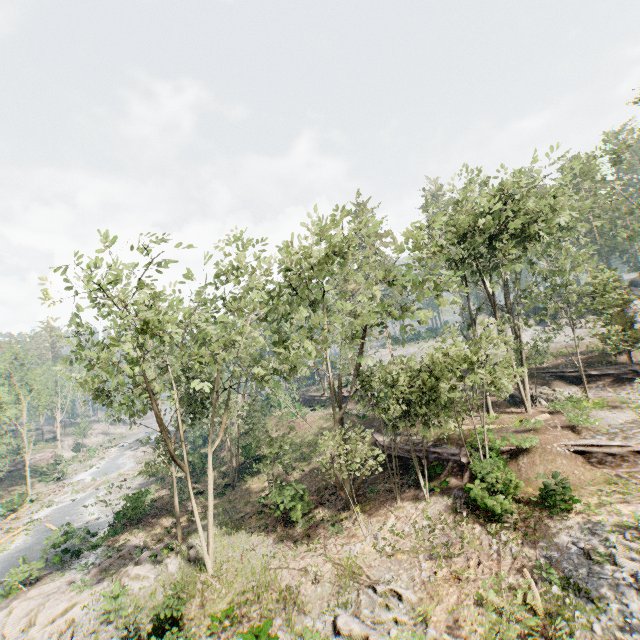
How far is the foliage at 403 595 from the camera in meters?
12.7

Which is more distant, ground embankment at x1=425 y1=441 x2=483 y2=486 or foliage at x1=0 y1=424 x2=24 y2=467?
foliage at x1=0 y1=424 x2=24 y2=467

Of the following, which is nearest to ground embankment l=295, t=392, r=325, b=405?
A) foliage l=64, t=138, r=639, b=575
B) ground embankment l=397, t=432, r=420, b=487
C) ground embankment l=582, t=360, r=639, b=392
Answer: foliage l=64, t=138, r=639, b=575

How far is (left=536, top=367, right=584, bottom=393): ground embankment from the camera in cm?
2861

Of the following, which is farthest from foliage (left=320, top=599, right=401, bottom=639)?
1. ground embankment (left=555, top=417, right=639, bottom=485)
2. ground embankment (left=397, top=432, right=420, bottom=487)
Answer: ground embankment (left=397, top=432, right=420, bottom=487)

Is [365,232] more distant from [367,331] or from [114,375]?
[114,375]

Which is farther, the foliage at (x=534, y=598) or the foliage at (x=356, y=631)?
the foliage at (x=356, y=631)

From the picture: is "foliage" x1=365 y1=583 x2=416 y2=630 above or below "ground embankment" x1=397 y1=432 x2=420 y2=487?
below
